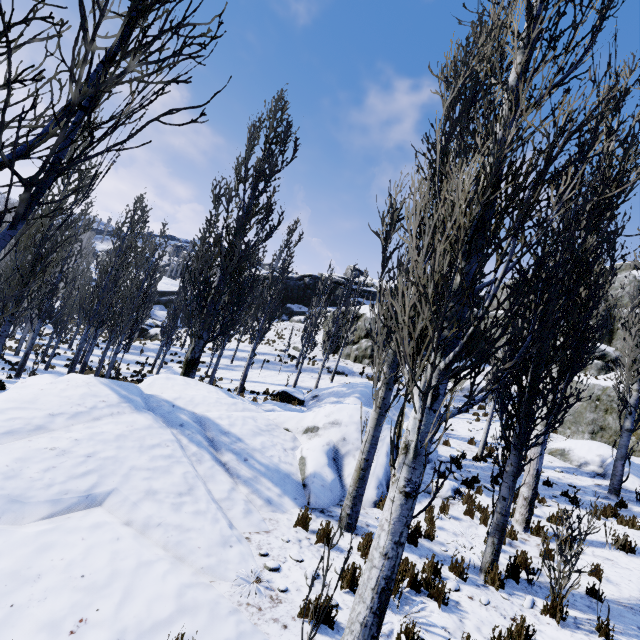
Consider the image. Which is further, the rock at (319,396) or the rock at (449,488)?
the rock at (449,488)

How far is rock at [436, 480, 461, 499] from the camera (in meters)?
8.92

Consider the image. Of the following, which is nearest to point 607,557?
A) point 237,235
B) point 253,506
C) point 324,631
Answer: point 324,631

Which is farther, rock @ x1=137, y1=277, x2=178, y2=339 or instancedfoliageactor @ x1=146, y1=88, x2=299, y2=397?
rock @ x1=137, y1=277, x2=178, y2=339

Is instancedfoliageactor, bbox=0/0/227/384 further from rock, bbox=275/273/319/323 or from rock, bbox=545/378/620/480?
rock, bbox=545/378/620/480

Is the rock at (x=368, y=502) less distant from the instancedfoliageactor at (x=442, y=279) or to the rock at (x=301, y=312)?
the instancedfoliageactor at (x=442, y=279)

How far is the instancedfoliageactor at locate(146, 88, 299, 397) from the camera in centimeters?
1348cm
